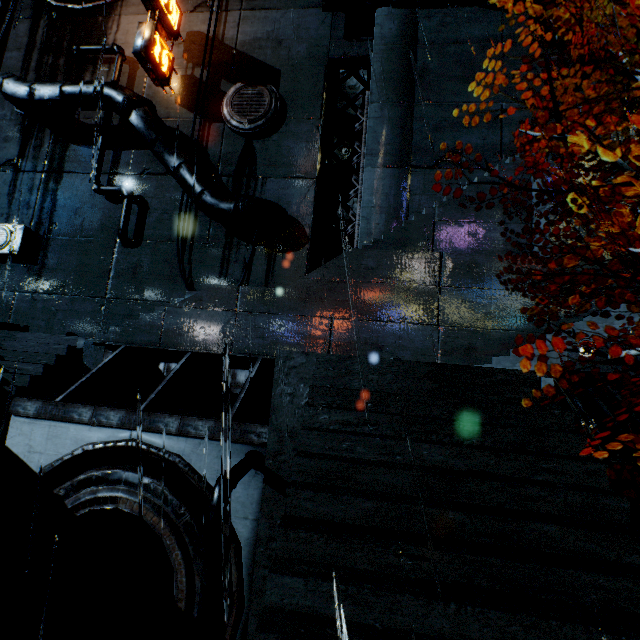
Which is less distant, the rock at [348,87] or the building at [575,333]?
the building at [575,333]

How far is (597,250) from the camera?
9.12m

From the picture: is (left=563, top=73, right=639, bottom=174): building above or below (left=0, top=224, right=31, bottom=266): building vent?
above

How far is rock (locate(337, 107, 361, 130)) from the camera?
27.1m

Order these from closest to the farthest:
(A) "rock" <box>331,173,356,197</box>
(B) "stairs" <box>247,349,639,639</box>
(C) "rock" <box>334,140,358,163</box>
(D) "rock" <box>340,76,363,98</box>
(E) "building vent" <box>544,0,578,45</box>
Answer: (B) "stairs" <box>247,349,639,639</box> < (E) "building vent" <box>544,0,578,45</box> < (D) "rock" <box>340,76,363,98</box> < (C) "rock" <box>334,140,358,163</box> < (A) "rock" <box>331,173,356,197</box>

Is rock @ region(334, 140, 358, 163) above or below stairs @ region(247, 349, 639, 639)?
above

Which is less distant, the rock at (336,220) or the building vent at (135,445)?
the building vent at (135,445)

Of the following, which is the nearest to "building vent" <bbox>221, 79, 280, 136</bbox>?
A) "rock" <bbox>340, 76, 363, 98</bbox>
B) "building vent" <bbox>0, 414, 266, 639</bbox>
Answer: "rock" <bbox>340, 76, 363, 98</bbox>
